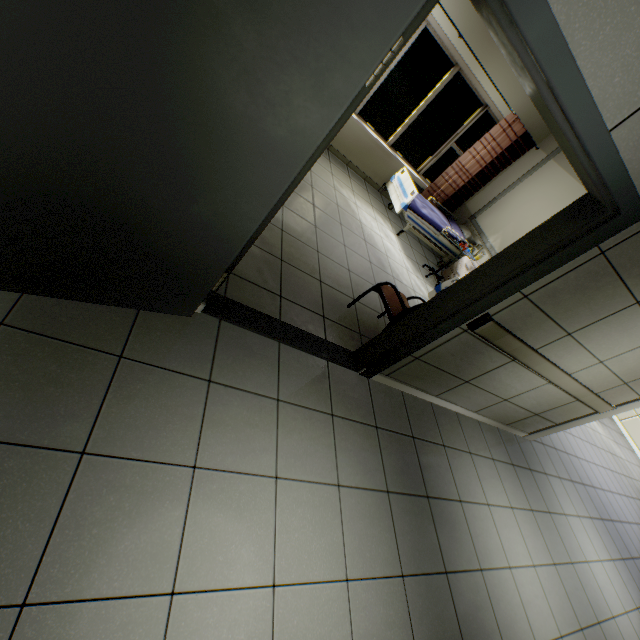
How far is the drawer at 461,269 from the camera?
5.9m

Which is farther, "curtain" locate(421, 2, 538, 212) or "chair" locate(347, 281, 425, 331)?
"curtain" locate(421, 2, 538, 212)

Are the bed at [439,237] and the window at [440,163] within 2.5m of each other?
yes

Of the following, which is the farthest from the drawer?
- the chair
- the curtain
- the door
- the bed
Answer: the door

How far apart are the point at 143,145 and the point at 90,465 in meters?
1.3 m

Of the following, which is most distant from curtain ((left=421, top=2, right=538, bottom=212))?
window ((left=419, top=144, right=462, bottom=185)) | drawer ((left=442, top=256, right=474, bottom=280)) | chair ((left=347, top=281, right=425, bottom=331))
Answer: chair ((left=347, top=281, right=425, bottom=331))

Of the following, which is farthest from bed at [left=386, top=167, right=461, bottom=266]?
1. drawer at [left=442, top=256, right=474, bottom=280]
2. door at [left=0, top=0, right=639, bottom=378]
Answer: door at [left=0, top=0, right=639, bottom=378]

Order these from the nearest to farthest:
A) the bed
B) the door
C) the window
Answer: the door, the bed, the window
